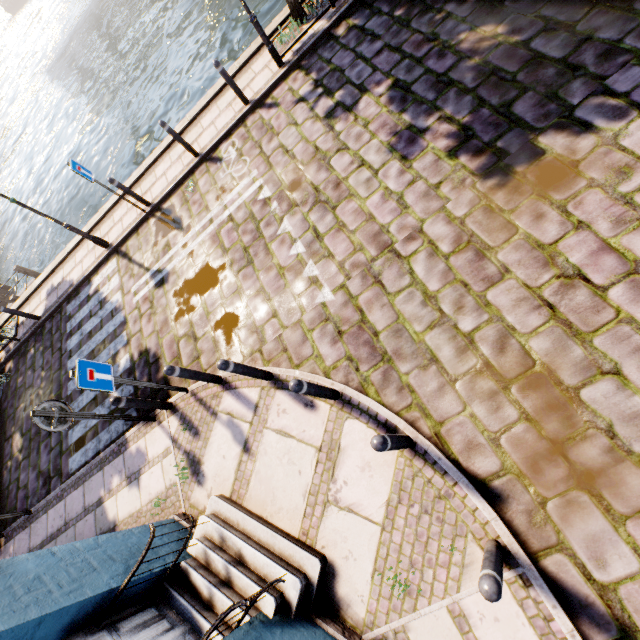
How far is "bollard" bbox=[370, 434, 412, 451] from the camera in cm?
303

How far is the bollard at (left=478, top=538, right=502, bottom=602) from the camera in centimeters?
233cm

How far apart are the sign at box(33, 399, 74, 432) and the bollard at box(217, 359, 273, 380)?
2.7m

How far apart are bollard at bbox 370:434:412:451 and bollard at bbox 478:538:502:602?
1.1 meters

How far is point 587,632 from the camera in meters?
2.9

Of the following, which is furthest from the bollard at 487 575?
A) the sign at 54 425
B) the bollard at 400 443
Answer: the sign at 54 425

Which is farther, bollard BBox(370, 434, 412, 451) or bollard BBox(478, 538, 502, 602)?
bollard BBox(370, 434, 412, 451)

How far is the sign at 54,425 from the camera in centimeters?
471cm
